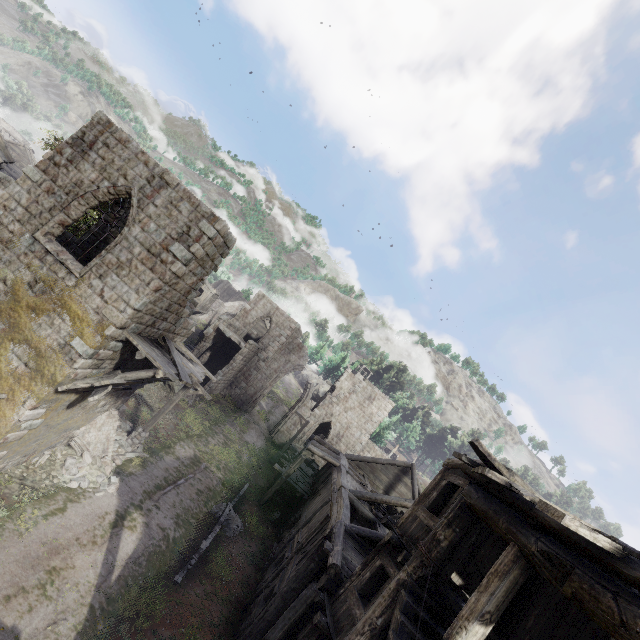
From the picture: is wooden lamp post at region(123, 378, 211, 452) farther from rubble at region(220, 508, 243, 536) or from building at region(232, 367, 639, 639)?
rubble at region(220, 508, 243, 536)

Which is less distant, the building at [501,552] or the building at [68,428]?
the building at [501,552]

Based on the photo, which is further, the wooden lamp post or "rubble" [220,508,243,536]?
"rubble" [220,508,243,536]

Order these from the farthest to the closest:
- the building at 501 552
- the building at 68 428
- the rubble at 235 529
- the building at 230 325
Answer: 1. the building at 230 325
2. the rubble at 235 529
3. the building at 68 428
4. the building at 501 552

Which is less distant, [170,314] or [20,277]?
[20,277]

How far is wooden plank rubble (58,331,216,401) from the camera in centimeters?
1009cm

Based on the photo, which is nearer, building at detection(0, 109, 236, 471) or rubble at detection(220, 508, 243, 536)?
building at detection(0, 109, 236, 471)

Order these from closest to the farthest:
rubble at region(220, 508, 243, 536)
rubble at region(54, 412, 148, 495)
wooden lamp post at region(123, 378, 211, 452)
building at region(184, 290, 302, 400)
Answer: rubble at region(54, 412, 148, 495) < wooden lamp post at region(123, 378, 211, 452) < rubble at region(220, 508, 243, 536) < building at region(184, 290, 302, 400)
